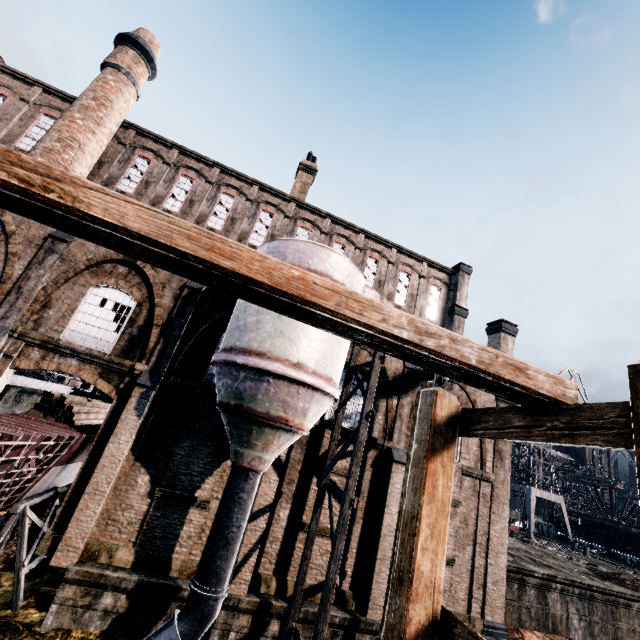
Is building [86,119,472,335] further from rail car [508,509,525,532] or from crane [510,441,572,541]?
crane [510,441,572,541]

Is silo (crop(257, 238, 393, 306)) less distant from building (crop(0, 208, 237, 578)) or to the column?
building (crop(0, 208, 237, 578))

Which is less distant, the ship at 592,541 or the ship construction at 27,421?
the ship construction at 27,421

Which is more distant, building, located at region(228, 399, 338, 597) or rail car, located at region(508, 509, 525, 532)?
rail car, located at region(508, 509, 525, 532)

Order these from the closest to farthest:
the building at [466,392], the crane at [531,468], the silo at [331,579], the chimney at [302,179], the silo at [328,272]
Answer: the silo at [331,579], the silo at [328,272], the building at [466,392], the chimney at [302,179], the crane at [531,468]

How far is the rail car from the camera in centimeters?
3309cm

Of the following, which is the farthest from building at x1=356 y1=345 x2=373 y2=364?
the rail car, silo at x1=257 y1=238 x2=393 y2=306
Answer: the rail car

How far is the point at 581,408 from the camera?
2.44m
